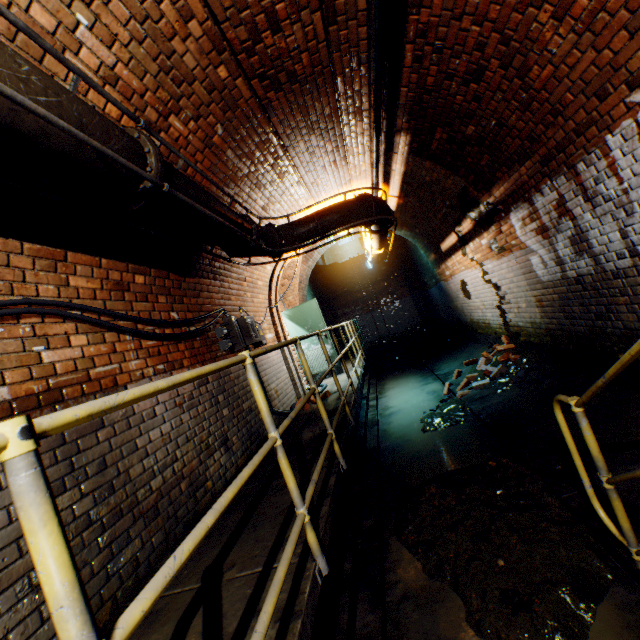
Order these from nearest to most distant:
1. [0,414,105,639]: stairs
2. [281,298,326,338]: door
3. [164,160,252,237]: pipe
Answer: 1. [0,414,105,639]: stairs
2. [164,160,252,237]: pipe
3. [281,298,326,338]: door

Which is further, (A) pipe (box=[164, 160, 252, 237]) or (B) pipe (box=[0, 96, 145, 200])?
(A) pipe (box=[164, 160, 252, 237])

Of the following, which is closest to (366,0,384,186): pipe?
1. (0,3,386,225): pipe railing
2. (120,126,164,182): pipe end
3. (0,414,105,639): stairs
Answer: (0,3,386,225): pipe railing

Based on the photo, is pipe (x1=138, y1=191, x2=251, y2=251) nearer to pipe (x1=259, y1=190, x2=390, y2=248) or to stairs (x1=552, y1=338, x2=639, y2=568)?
pipe (x1=259, y1=190, x2=390, y2=248)

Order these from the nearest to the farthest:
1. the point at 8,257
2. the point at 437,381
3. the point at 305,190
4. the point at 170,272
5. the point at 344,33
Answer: the point at 8,257, the point at 344,33, the point at 170,272, the point at 305,190, the point at 437,381

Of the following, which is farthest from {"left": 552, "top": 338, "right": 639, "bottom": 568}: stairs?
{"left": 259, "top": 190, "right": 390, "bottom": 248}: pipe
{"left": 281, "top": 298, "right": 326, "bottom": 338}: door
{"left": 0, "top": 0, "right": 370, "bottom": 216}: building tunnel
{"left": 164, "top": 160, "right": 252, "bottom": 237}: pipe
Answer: {"left": 281, "top": 298, "right": 326, "bottom": 338}: door

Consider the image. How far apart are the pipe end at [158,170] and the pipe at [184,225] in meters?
0.1

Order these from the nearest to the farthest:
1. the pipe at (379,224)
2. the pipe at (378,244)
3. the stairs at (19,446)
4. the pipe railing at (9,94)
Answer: the stairs at (19,446)
the pipe railing at (9,94)
the pipe at (379,224)
the pipe at (378,244)
